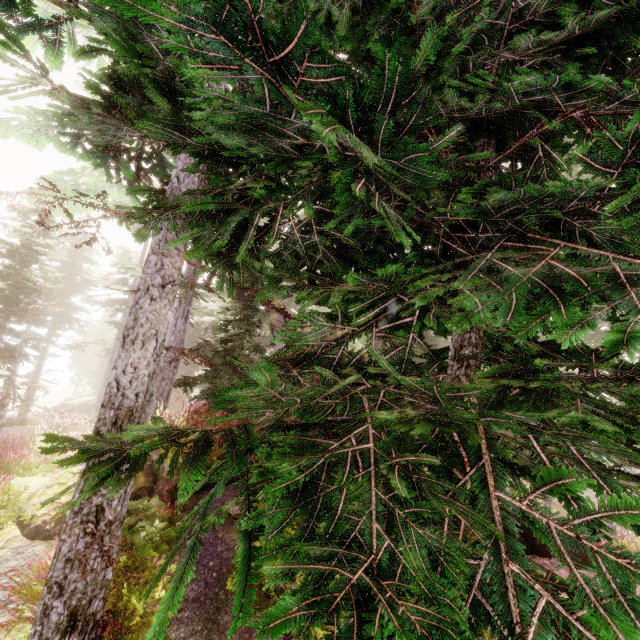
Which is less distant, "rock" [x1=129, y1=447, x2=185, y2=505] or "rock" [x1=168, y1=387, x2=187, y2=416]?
"rock" [x1=129, y1=447, x2=185, y2=505]

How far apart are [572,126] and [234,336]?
11.5m

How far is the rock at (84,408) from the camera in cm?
2561

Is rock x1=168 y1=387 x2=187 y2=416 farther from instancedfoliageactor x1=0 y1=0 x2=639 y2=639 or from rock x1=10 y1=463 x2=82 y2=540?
rock x1=10 y1=463 x2=82 y2=540

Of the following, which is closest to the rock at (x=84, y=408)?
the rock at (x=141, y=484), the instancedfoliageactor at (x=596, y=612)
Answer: the instancedfoliageactor at (x=596, y=612)

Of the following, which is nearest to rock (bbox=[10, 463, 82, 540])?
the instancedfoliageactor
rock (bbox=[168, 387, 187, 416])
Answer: the instancedfoliageactor

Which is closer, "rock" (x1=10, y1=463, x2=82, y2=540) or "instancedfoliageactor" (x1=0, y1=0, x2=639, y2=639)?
"instancedfoliageactor" (x1=0, y1=0, x2=639, y2=639)
